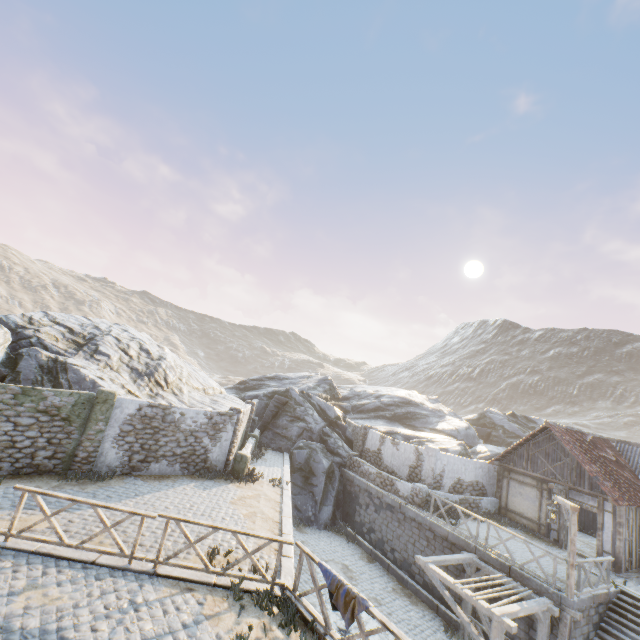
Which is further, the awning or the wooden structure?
the wooden structure

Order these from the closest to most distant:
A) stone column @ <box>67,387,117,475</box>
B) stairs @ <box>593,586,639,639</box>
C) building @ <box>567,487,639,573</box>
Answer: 1. stairs @ <box>593,586,639,639</box>
2. stone column @ <box>67,387,117,475</box>
3. building @ <box>567,487,639,573</box>

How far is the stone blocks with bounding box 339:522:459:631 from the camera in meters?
13.6 m

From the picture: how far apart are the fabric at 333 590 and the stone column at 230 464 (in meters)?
9.02

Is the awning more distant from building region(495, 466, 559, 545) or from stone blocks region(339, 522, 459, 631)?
building region(495, 466, 559, 545)

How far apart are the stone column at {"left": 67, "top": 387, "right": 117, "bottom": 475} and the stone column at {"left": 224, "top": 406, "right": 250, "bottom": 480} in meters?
5.1

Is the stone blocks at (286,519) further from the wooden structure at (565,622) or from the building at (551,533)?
the building at (551,533)

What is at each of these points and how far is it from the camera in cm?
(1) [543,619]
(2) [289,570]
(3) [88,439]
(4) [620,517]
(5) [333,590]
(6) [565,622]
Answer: (1) awning, 1076
(2) stone blocks, 879
(3) stone column, 1225
(4) building, 1479
(5) fabric, 697
(6) wooden structure, 1088
